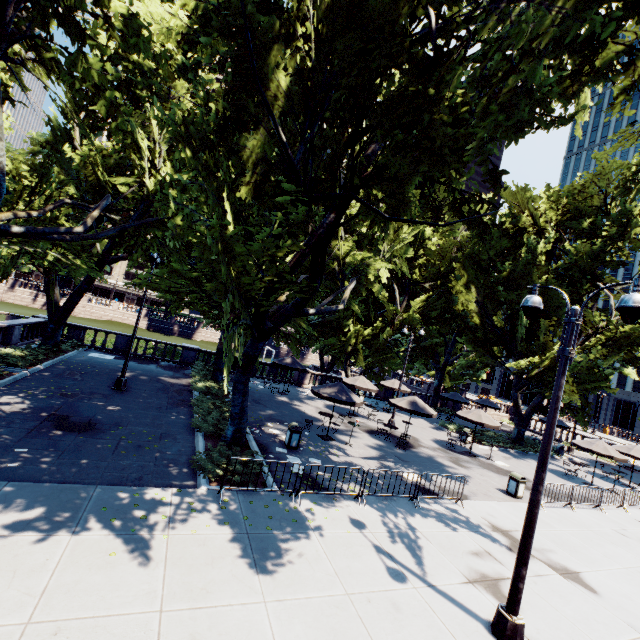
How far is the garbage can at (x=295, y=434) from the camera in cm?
1401

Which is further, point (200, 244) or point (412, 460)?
point (412, 460)

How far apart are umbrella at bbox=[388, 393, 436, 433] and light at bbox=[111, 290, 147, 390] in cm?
1457

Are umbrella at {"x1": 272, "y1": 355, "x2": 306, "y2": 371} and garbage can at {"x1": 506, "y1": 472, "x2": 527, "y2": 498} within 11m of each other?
no

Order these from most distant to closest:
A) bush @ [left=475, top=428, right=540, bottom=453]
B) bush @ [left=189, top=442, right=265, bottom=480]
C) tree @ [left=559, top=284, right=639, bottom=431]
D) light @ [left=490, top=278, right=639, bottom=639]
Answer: bush @ [left=475, top=428, right=540, bottom=453] < tree @ [left=559, top=284, right=639, bottom=431] < bush @ [left=189, top=442, right=265, bottom=480] < light @ [left=490, top=278, right=639, bottom=639]

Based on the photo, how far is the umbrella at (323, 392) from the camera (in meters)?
15.75

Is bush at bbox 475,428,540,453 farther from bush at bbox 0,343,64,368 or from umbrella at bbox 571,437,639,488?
bush at bbox 0,343,64,368

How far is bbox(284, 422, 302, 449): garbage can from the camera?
14.0m
